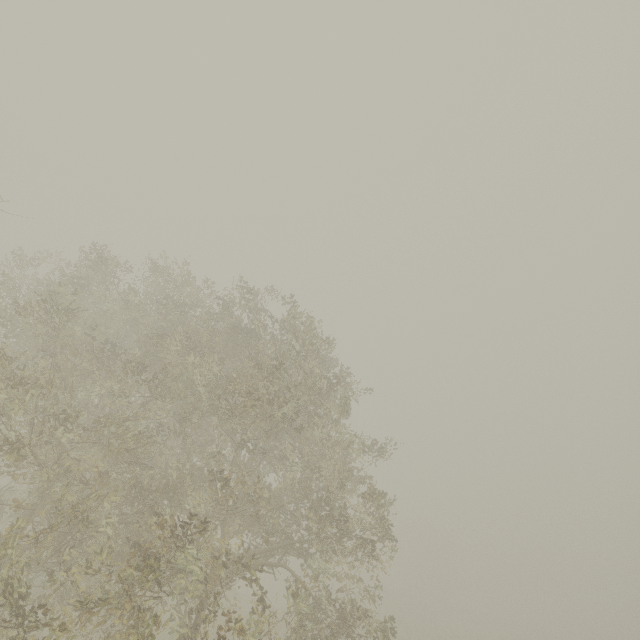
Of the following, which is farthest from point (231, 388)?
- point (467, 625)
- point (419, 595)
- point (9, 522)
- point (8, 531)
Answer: point (419, 595)
